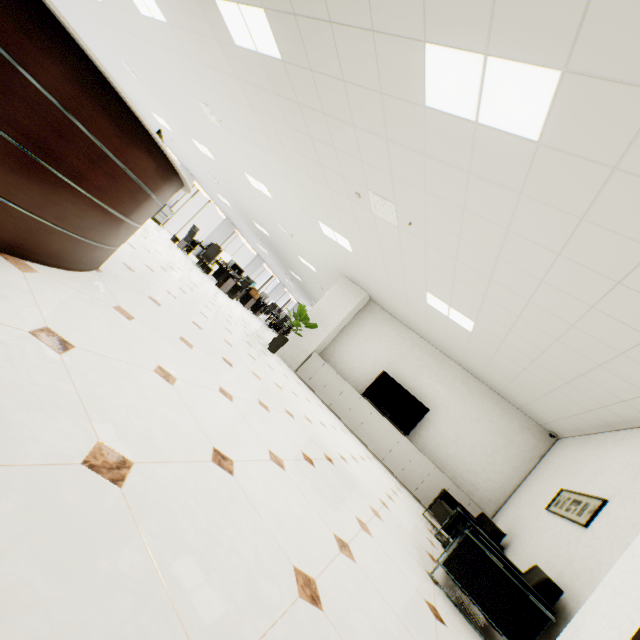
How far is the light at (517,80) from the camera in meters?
2.0 m

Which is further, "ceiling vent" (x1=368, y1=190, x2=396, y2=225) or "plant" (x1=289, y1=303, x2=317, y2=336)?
"plant" (x1=289, y1=303, x2=317, y2=336)

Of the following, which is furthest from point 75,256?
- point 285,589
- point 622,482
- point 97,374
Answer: point 622,482

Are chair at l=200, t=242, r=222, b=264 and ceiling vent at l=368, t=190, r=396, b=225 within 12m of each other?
yes

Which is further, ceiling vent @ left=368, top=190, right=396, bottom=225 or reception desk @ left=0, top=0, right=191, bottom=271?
ceiling vent @ left=368, top=190, right=396, bottom=225

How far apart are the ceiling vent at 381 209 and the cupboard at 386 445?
4.46m

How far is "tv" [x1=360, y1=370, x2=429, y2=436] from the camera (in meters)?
7.53

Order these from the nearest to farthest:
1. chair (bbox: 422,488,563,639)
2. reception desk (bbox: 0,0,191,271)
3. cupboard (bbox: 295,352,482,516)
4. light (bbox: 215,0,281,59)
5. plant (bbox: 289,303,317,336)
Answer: reception desk (bbox: 0,0,191,271) < chair (bbox: 422,488,563,639) < light (bbox: 215,0,281,59) < cupboard (bbox: 295,352,482,516) < plant (bbox: 289,303,317,336)
